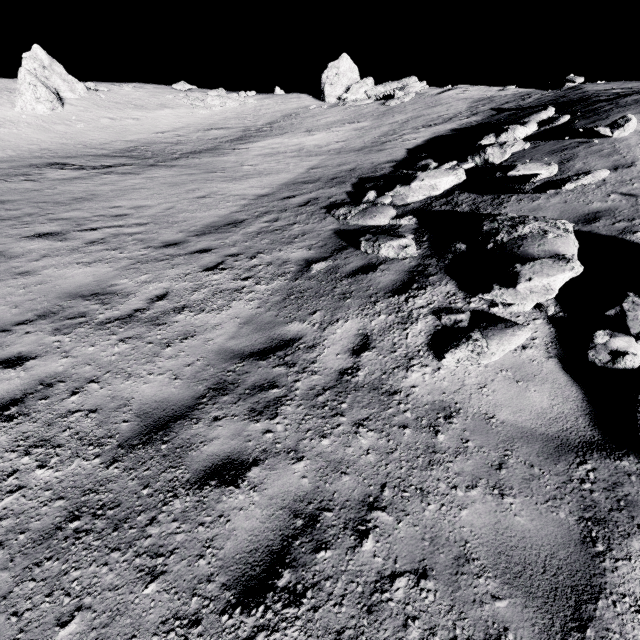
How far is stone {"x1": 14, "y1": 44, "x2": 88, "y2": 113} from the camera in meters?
21.9

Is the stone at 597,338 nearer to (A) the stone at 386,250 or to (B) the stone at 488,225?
(B) the stone at 488,225

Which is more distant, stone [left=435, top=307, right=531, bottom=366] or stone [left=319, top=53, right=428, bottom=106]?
stone [left=319, top=53, right=428, bottom=106]

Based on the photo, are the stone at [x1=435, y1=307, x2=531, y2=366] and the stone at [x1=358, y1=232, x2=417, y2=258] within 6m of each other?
yes

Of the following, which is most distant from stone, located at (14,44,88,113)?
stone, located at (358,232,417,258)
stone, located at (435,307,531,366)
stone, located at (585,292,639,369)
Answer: stone, located at (585,292,639,369)

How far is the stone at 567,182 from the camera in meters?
5.7 m

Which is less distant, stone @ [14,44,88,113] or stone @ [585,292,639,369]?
stone @ [585,292,639,369]

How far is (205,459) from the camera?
3.47m
